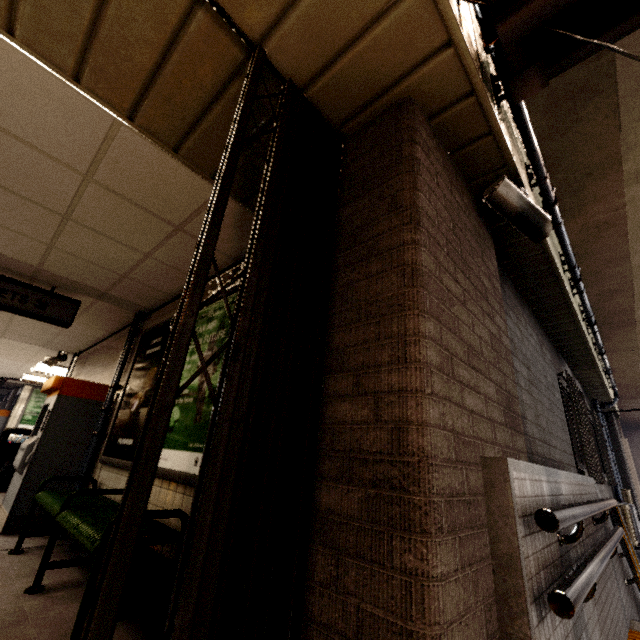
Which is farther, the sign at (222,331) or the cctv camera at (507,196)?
the sign at (222,331)

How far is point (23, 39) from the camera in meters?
1.7

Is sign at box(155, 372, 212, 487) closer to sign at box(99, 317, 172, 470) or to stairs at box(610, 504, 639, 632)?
sign at box(99, 317, 172, 470)

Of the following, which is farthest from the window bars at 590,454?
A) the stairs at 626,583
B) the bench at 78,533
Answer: the bench at 78,533

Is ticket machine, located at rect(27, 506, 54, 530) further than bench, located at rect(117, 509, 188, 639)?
Yes

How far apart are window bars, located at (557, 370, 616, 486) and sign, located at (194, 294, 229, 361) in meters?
4.2 m

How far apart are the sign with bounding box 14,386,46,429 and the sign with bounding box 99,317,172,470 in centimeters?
1328cm

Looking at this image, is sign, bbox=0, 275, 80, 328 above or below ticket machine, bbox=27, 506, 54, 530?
above
